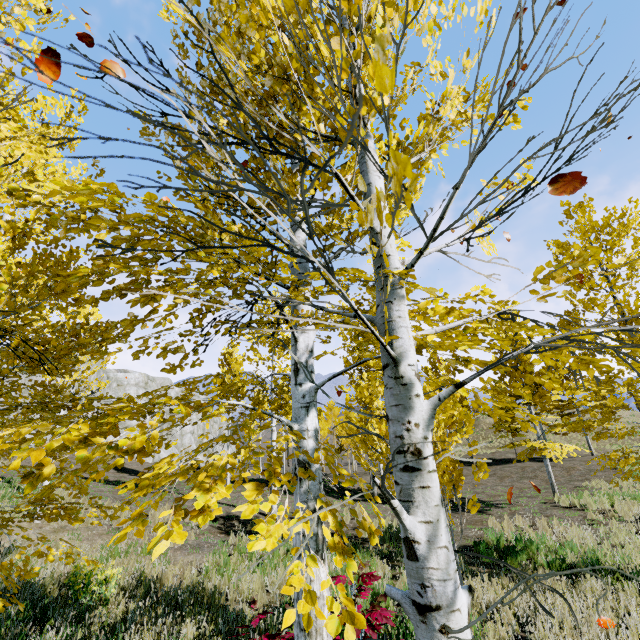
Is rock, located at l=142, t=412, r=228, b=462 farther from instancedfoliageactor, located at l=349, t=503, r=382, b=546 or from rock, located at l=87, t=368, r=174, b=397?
instancedfoliageactor, located at l=349, t=503, r=382, b=546

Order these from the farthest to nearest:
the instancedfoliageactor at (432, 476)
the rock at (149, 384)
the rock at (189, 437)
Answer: the rock at (189, 437)
the rock at (149, 384)
the instancedfoliageactor at (432, 476)

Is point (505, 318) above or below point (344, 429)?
below

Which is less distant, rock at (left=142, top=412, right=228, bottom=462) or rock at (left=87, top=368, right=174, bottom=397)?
rock at (left=87, top=368, right=174, bottom=397)

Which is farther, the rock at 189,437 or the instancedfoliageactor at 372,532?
the rock at 189,437

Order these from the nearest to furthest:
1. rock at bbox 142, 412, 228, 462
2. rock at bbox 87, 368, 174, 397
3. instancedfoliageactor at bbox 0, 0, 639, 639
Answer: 1. instancedfoliageactor at bbox 0, 0, 639, 639
2. rock at bbox 87, 368, 174, 397
3. rock at bbox 142, 412, 228, 462

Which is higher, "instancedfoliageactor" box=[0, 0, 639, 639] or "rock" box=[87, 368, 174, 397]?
"rock" box=[87, 368, 174, 397]
